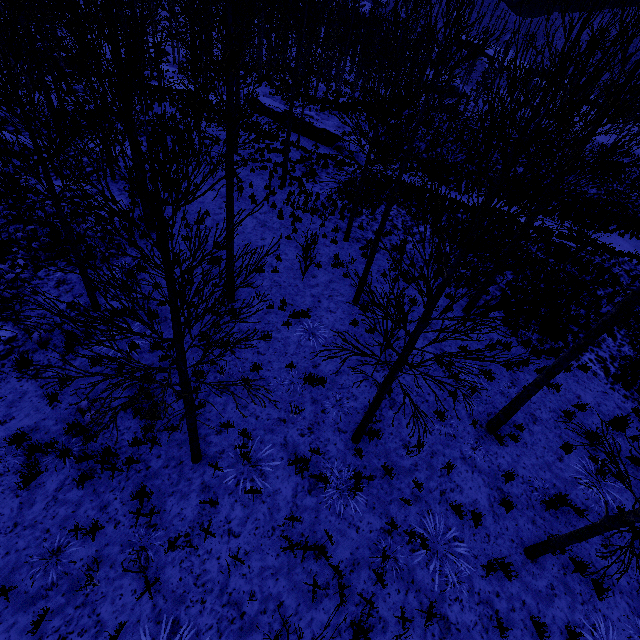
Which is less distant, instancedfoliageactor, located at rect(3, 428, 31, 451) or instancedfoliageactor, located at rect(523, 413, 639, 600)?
instancedfoliageactor, located at rect(523, 413, 639, 600)

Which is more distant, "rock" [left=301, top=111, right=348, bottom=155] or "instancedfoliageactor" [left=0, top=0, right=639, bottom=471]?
"rock" [left=301, top=111, right=348, bottom=155]

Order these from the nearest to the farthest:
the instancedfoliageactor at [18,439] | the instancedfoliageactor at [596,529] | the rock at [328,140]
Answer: the instancedfoliageactor at [596,529]
the instancedfoliageactor at [18,439]
the rock at [328,140]

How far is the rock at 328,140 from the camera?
24.78m

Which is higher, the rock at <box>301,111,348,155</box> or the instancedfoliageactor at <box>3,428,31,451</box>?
the rock at <box>301,111,348,155</box>

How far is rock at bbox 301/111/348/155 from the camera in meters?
24.8

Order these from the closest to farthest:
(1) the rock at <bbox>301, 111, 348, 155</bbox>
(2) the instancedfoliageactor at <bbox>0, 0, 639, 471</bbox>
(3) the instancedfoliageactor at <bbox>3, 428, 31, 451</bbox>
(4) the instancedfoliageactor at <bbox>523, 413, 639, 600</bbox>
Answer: →
1. (2) the instancedfoliageactor at <bbox>0, 0, 639, 471</bbox>
2. (4) the instancedfoliageactor at <bbox>523, 413, 639, 600</bbox>
3. (3) the instancedfoliageactor at <bbox>3, 428, 31, 451</bbox>
4. (1) the rock at <bbox>301, 111, 348, 155</bbox>

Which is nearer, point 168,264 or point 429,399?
point 168,264
